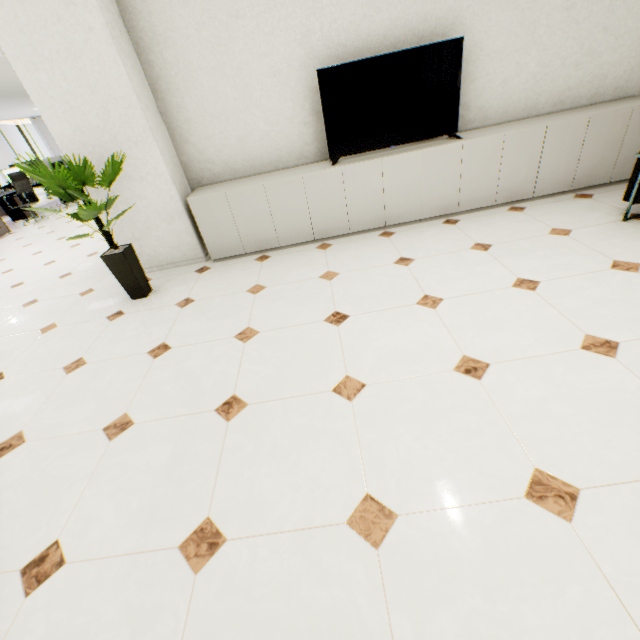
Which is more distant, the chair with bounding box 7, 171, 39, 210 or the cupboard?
the chair with bounding box 7, 171, 39, 210

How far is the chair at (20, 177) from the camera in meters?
8.2 m

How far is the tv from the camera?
3.16m

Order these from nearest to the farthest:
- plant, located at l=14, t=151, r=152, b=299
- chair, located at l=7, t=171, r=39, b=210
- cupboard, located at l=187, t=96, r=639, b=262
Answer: plant, located at l=14, t=151, r=152, b=299
cupboard, located at l=187, t=96, r=639, b=262
chair, located at l=7, t=171, r=39, b=210

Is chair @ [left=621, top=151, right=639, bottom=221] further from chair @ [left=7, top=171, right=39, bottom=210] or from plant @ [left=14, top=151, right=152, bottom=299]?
chair @ [left=7, top=171, right=39, bottom=210]

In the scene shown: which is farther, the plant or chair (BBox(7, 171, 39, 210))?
chair (BBox(7, 171, 39, 210))

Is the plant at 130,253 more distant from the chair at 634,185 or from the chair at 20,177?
the chair at 20,177

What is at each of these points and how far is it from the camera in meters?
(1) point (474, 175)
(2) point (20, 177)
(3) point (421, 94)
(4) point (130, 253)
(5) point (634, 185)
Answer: (1) cupboard, 3.6 m
(2) chair, 8.3 m
(3) tv, 3.3 m
(4) plant, 3.3 m
(5) chair, 2.9 m
